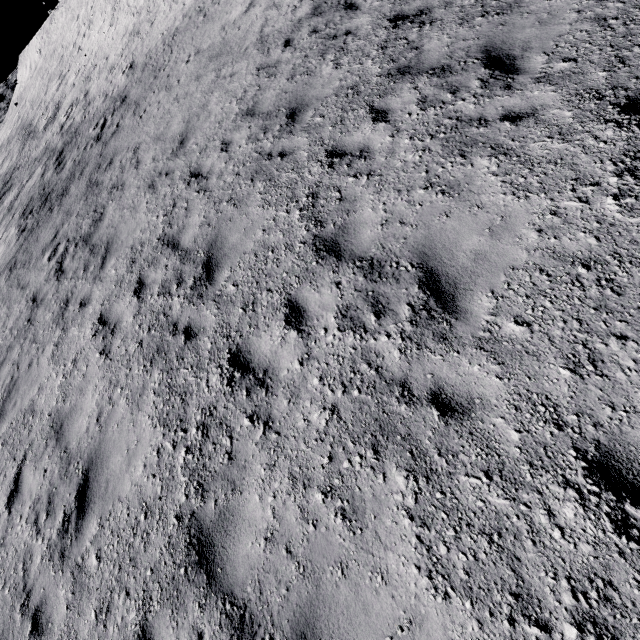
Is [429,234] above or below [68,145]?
below
